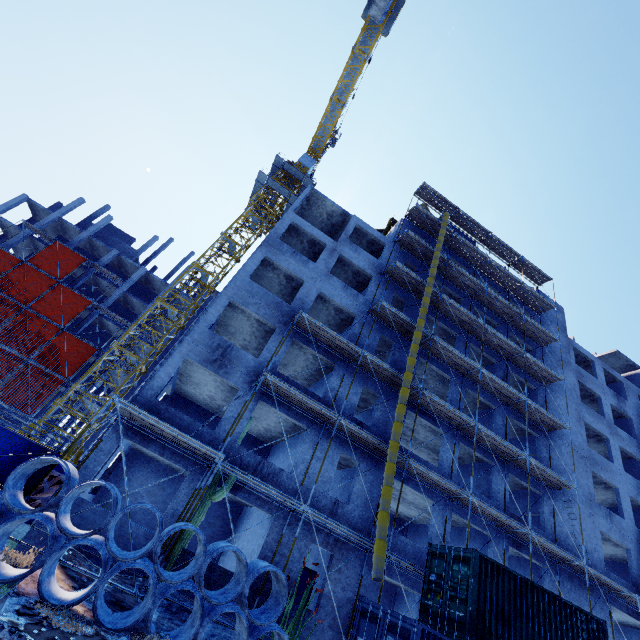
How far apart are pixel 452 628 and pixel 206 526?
14.1m

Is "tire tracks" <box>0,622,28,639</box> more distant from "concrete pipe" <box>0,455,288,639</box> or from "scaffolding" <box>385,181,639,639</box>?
"scaffolding" <box>385,181,639,639</box>

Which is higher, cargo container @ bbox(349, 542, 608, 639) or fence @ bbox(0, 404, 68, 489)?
cargo container @ bbox(349, 542, 608, 639)

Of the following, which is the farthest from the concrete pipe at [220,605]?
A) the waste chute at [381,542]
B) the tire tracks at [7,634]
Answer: the waste chute at [381,542]

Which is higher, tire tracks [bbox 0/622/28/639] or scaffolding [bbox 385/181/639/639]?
scaffolding [bbox 385/181/639/639]

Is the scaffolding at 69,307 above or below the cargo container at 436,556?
above

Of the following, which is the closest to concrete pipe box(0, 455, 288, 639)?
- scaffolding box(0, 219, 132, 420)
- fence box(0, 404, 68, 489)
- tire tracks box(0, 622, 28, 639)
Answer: fence box(0, 404, 68, 489)

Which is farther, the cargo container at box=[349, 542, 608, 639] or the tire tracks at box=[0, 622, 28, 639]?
the cargo container at box=[349, 542, 608, 639]
